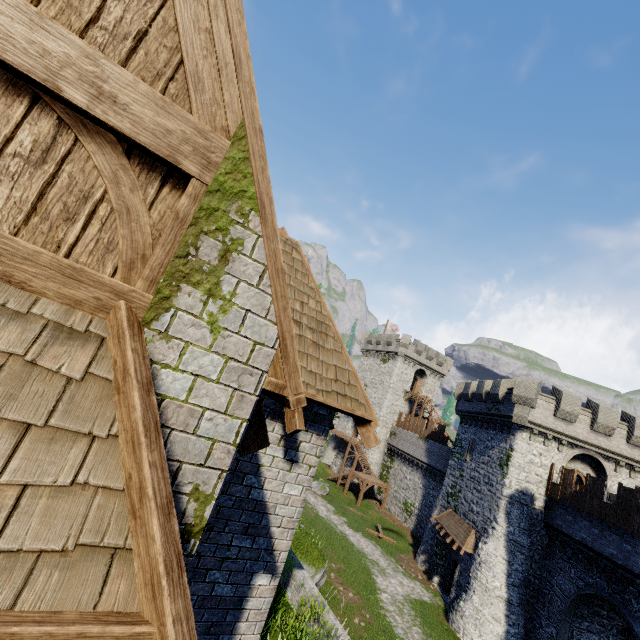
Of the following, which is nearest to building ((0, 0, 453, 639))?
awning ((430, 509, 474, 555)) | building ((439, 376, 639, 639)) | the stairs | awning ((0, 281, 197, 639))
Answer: awning ((0, 281, 197, 639))

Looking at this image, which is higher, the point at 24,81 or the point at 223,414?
the point at 24,81

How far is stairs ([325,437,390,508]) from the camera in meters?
38.8

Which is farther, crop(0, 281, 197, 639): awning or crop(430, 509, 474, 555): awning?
crop(430, 509, 474, 555): awning

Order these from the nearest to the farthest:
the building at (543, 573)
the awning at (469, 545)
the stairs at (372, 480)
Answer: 1. the building at (543, 573)
2. the awning at (469, 545)
3. the stairs at (372, 480)

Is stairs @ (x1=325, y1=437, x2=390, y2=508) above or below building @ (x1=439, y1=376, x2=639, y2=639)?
below

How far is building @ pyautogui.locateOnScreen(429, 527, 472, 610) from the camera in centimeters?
2293cm

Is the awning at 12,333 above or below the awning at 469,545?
above
